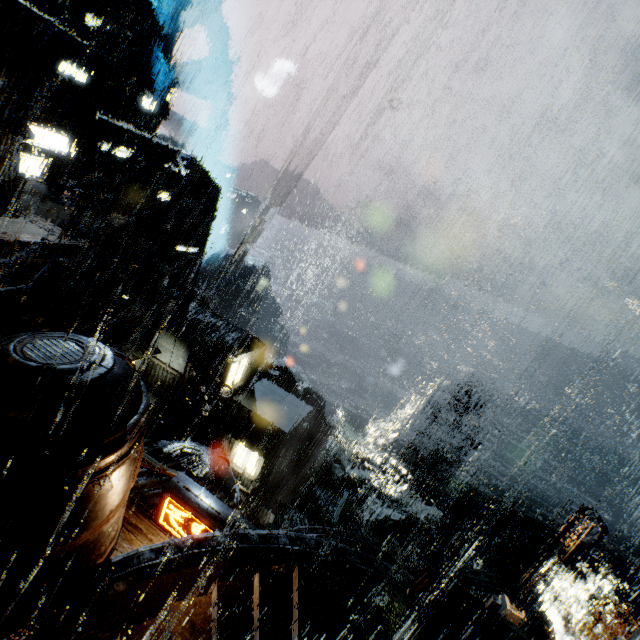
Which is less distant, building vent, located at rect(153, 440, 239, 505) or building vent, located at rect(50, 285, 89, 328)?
building vent, located at rect(153, 440, 239, 505)

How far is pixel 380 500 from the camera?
46.97m

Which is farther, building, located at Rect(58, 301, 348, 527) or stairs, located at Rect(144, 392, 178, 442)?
stairs, located at Rect(144, 392, 178, 442)

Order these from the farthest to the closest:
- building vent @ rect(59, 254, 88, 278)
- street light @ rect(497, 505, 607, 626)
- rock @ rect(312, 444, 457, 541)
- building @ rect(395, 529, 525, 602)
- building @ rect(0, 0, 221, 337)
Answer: rock @ rect(312, 444, 457, 541)
building vent @ rect(59, 254, 88, 278)
building @ rect(0, 0, 221, 337)
building @ rect(395, 529, 525, 602)
street light @ rect(497, 505, 607, 626)

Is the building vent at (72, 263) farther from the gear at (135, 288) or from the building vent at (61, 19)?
the building vent at (61, 19)

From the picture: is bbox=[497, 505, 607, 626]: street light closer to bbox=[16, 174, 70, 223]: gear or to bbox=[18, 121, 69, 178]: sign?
bbox=[18, 121, 69, 178]: sign

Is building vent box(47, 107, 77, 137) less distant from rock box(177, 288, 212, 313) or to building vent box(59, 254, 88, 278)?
building vent box(59, 254, 88, 278)

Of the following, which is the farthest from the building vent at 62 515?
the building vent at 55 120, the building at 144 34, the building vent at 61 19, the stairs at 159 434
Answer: the building vent at 61 19
